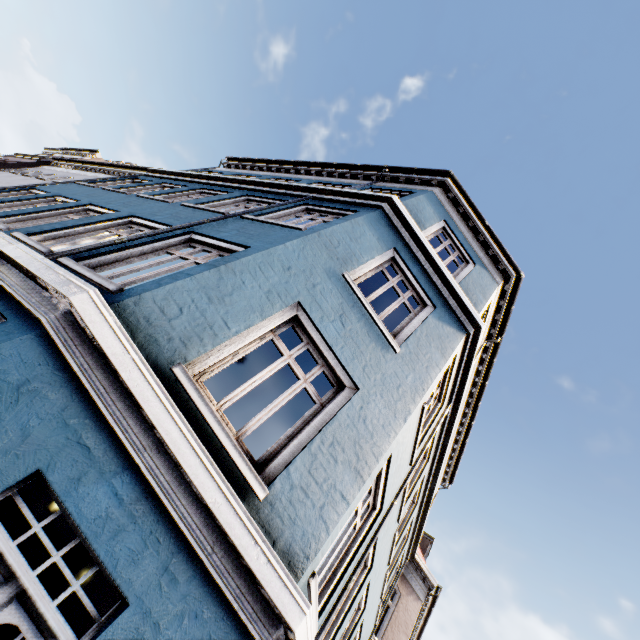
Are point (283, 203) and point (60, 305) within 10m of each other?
yes
